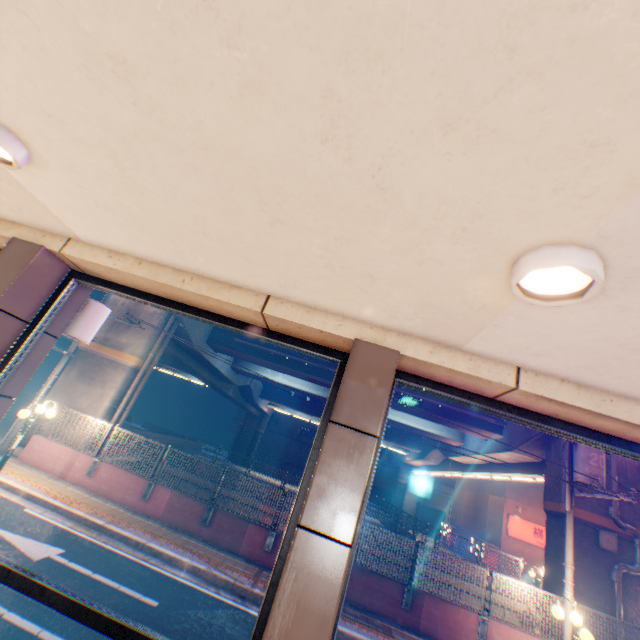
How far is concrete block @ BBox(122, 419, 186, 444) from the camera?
28.25m

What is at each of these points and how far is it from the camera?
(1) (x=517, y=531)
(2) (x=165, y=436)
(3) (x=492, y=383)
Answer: (1) sign, 26.05m
(2) concrete block, 33.06m
(3) concrete block, 2.09m

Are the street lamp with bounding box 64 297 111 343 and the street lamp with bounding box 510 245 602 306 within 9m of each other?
yes

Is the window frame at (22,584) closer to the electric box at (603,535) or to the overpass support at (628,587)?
the overpass support at (628,587)

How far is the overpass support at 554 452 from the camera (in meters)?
13.63

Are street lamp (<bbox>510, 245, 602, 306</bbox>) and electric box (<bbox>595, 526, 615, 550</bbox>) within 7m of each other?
no

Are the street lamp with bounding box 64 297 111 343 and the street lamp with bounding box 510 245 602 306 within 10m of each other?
yes

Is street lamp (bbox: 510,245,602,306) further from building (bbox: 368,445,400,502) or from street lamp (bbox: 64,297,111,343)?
building (bbox: 368,445,400,502)
